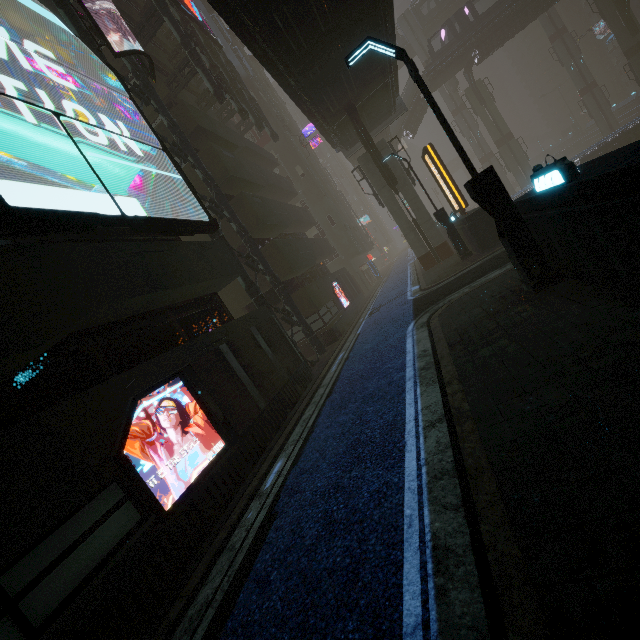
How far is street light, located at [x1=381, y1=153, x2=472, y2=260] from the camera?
16.8 meters

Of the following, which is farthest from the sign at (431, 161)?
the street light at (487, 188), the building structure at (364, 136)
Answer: the street light at (487, 188)

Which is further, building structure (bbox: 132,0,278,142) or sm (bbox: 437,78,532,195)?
sm (bbox: 437,78,532,195)

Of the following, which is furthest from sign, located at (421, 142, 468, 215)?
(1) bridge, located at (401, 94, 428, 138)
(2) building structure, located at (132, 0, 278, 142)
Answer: (1) bridge, located at (401, 94, 428, 138)

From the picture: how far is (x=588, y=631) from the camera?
2.0 meters

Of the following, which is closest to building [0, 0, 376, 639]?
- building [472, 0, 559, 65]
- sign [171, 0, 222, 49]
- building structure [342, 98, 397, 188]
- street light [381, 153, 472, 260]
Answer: street light [381, 153, 472, 260]

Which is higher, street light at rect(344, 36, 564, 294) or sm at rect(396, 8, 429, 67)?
sm at rect(396, 8, 429, 67)

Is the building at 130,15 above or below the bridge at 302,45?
above
